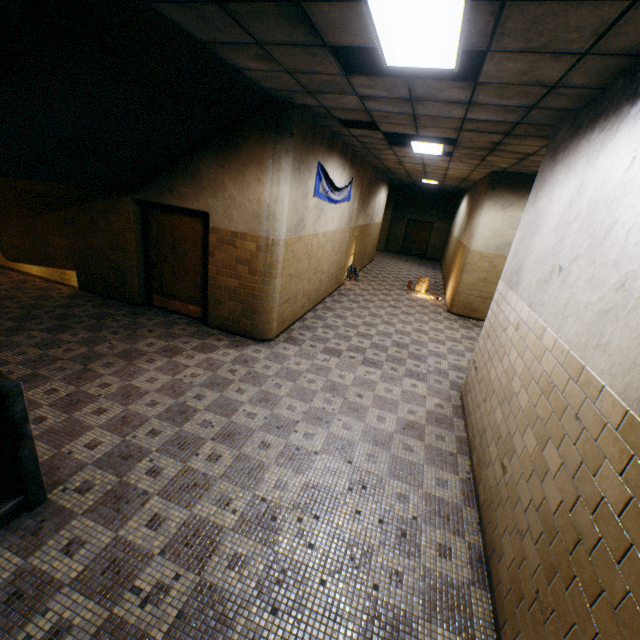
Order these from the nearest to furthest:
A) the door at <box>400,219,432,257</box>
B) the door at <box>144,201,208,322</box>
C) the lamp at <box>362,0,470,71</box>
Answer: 1. the lamp at <box>362,0,470,71</box>
2. the door at <box>144,201,208,322</box>
3. the door at <box>400,219,432,257</box>

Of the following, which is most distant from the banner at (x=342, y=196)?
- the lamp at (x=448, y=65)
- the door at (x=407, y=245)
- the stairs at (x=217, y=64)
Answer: the door at (x=407, y=245)

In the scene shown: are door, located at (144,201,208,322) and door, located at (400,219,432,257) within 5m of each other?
no

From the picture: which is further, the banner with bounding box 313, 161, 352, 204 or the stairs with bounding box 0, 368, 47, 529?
the banner with bounding box 313, 161, 352, 204

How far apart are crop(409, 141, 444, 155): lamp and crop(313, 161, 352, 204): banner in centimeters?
167cm

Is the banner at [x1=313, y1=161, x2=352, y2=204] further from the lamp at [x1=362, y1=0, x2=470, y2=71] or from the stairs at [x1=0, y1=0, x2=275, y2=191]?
the lamp at [x1=362, y1=0, x2=470, y2=71]

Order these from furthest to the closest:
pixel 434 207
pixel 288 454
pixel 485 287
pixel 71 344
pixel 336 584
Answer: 1. pixel 434 207
2. pixel 485 287
3. pixel 71 344
4. pixel 288 454
5. pixel 336 584

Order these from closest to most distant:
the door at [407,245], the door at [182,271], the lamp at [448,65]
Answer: the lamp at [448,65] → the door at [182,271] → the door at [407,245]
